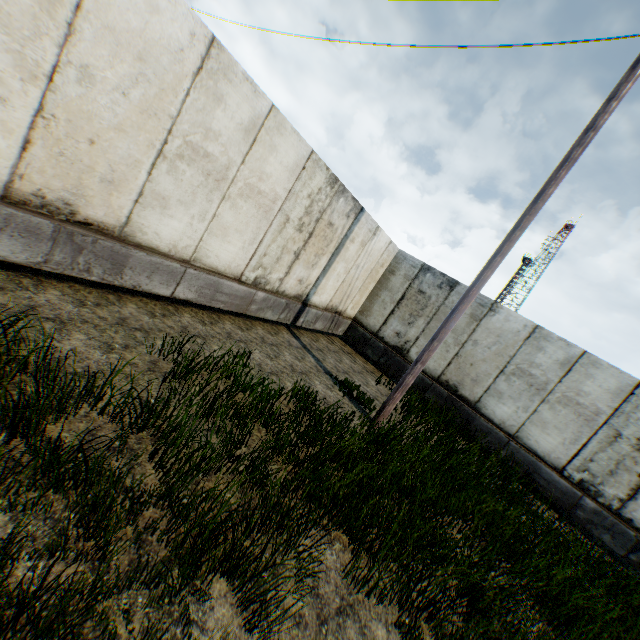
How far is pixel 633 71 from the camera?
5.0m
